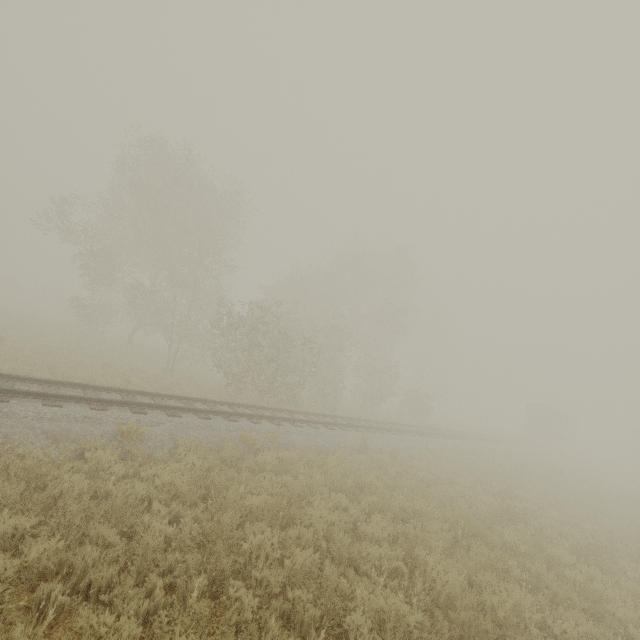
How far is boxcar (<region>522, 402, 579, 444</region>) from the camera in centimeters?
3956cm

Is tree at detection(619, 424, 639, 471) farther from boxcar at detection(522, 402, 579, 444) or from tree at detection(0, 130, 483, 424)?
tree at detection(0, 130, 483, 424)

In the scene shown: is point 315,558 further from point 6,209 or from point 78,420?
point 6,209

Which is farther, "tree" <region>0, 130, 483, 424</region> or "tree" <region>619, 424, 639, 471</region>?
"tree" <region>619, 424, 639, 471</region>

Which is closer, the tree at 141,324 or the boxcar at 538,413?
the tree at 141,324

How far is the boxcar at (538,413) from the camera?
39.56m

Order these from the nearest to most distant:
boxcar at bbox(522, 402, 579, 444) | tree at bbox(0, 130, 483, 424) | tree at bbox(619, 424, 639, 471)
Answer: tree at bbox(0, 130, 483, 424) → boxcar at bbox(522, 402, 579, 444) → tree at bbox(619, 424, 639, 471)
